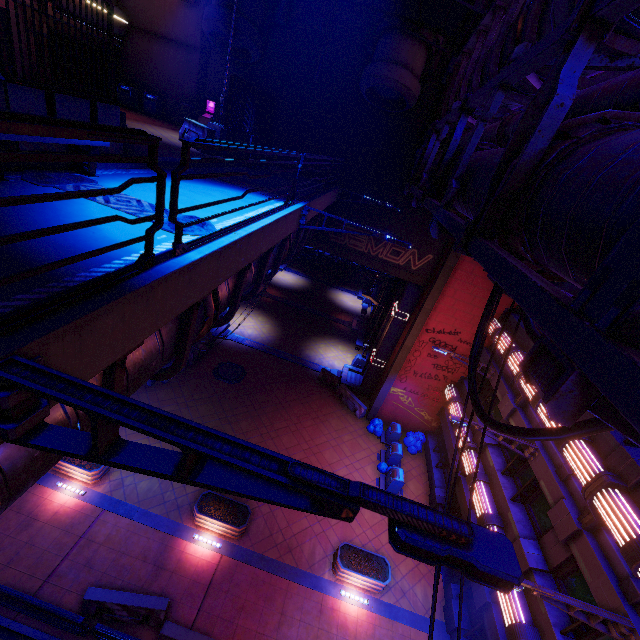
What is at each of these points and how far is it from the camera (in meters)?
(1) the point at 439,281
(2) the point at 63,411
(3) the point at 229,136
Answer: (1) column, 16.47
(2) walkway, 3.11
(3) fence, 12.75

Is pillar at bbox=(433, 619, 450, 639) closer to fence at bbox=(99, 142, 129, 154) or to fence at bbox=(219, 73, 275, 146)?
fence at bbox=(99, 142, 129, 154)

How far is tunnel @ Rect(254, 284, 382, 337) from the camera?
30.2 meters

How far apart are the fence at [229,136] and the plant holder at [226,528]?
13.66m

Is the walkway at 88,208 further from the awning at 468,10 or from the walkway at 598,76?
the awning at 468,10

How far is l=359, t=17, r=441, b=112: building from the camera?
12.8 meters

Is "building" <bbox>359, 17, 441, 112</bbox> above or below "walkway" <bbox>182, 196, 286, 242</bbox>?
above

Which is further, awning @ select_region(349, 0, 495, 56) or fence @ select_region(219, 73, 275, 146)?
fence @ select_region(219, 73, 275, 146)
